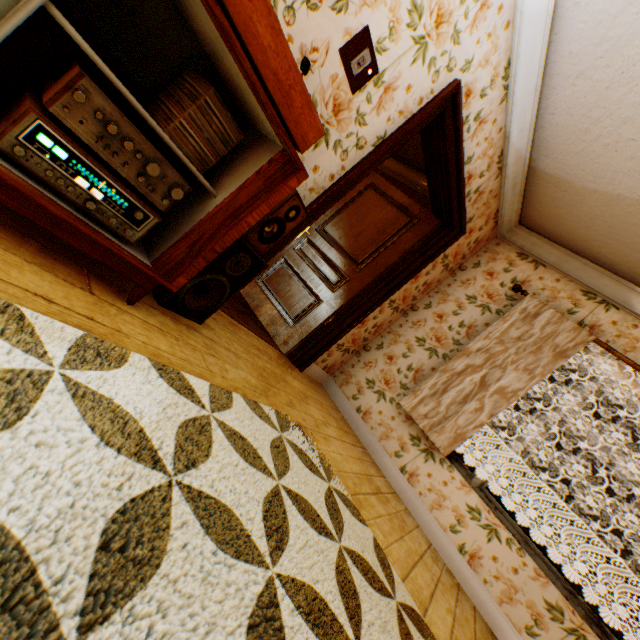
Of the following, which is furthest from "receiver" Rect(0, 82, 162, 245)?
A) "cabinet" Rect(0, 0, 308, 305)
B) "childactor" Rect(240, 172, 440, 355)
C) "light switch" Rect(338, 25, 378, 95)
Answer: "childactor" Rect(240, 172, 440, 355)

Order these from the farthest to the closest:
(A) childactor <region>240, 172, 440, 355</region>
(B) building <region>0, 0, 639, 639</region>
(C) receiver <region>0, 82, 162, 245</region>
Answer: (A) childactor <region>240, 172, 440, 355</region> → (B) building <region>0, 0, 639, 639</region> → (C) receiver <region>0, 82, 162, 245</region>

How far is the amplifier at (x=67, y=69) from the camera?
0.9m

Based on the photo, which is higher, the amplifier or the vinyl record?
the vinyl record

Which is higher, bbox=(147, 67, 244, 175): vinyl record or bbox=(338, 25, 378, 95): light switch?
bbox=(338, 25, 378, 95): light switch

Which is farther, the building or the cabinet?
the building

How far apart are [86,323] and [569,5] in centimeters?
339cm

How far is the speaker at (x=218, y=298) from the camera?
1.74m
